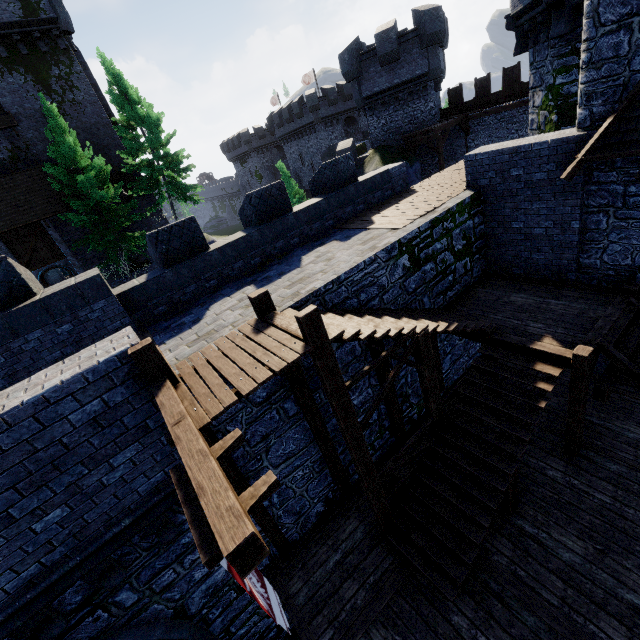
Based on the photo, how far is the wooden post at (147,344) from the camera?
4.6m

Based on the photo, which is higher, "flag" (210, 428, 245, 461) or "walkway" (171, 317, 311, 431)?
"walkway" (171, 317, 311, 431)

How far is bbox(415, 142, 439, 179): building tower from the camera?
24.6m

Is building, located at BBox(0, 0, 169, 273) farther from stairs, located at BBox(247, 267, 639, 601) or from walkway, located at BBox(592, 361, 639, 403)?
walkway, located at BBox(592, 361, 639, 403)

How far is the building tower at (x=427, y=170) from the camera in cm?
2461

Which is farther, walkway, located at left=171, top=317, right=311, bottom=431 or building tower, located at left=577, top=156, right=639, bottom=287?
building tower, located at left=577, top=156, right=639, bottom=287

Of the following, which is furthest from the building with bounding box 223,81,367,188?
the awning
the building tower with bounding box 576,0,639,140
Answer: the awning

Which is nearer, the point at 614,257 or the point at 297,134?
the point at 614,257
